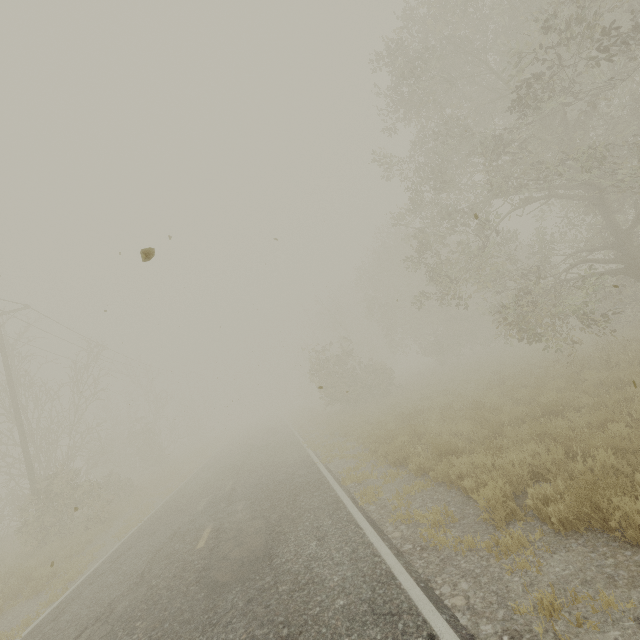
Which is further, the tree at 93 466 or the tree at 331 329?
the tree at 93 466

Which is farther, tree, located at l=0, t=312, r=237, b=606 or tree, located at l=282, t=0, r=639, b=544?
tree, located at l=0, t=312, r=237, b=606

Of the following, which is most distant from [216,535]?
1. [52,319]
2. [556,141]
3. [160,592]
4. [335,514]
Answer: [556,141]
